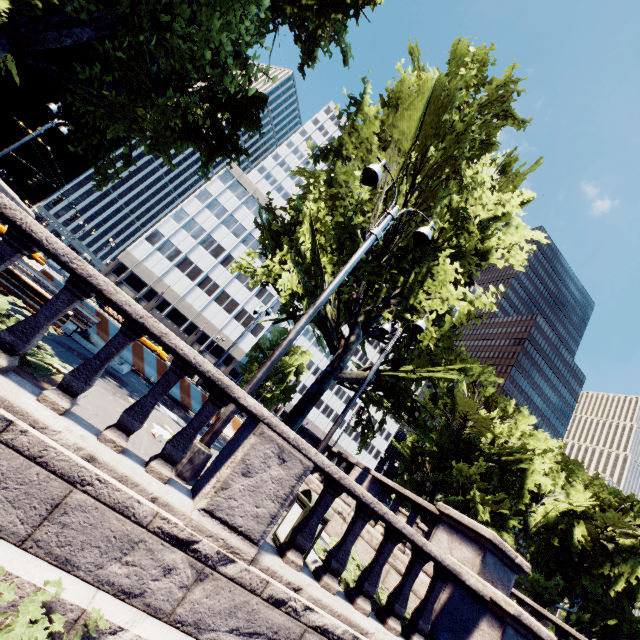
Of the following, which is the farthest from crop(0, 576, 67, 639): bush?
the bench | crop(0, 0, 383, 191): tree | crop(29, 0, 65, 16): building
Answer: crop(29, 0, 65, 16): building

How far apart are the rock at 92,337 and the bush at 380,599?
8.97m

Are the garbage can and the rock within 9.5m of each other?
yes

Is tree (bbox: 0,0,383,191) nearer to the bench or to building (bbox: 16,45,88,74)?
the bench

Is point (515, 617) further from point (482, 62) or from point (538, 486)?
point (538, 486)

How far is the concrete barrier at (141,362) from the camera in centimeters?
1280cm

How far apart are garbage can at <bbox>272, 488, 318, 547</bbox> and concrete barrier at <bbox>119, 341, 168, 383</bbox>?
8.9 meters

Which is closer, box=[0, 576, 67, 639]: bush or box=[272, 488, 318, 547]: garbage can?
box=[0, 576, 67, 639]: bush
